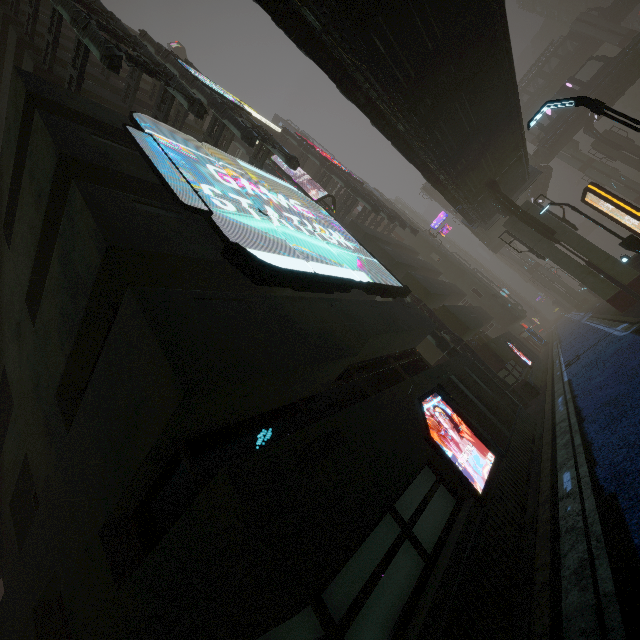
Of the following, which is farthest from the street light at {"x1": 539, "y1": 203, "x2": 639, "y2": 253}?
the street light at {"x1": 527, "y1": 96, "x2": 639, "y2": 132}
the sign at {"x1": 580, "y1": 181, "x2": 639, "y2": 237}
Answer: the street light at {"x1": 527, "y1": 96, "x2": 639, "y2": 132}

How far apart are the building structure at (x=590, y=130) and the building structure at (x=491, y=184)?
29.8m

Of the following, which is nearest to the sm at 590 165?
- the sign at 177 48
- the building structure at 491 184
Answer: the building structure at 491 184

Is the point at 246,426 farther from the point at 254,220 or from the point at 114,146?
the point at 114,146

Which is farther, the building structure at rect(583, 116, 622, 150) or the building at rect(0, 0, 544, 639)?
the building structure at rect(583, 116, 622, 150)

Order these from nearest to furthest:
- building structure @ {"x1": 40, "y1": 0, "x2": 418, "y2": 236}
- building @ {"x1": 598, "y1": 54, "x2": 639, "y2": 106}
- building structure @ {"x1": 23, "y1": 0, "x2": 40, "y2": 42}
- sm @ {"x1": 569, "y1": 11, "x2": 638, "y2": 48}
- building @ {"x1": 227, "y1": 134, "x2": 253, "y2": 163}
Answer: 1. building structure @ {"x1": 40, "y1": 0, "x2": 418, "y2": 236}
2. building structure @ {"x1": 23, "y1": 0, "x2": 40, "y2": 42}
3. building @ {"x1": 227, "y1": 134, "x2": 253, "y2": 163}
4. building @ {"x1": 598, "y1": 54, "x2": 639, "y2": 106}
5. sm @ {"x1": 569, "y1": 11, "x2": 638, "y2": 48}

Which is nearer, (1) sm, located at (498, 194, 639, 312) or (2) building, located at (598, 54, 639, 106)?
(1) sm, located at (498, 194, 639, 312)

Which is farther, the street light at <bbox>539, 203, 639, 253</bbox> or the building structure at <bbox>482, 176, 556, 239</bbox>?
the building structure at <bbox>482, 176, 556, 239</bbox>
